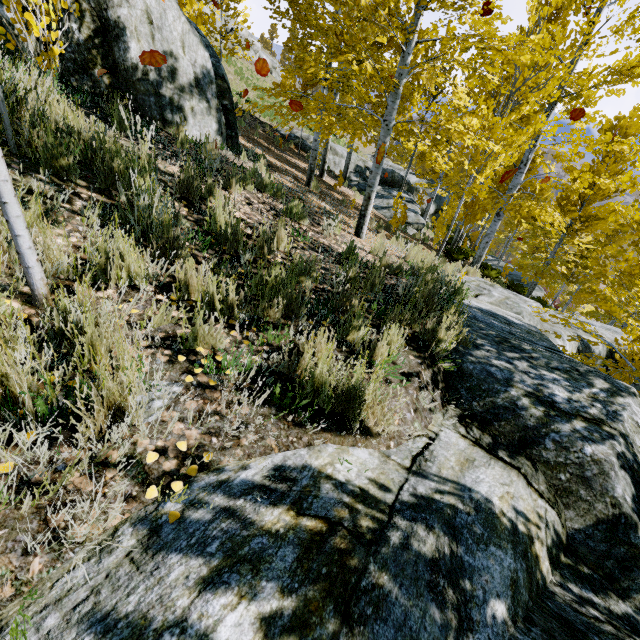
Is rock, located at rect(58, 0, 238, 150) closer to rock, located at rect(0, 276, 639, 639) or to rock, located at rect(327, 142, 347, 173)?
rock, located at rect(0, 276, 639, 639)

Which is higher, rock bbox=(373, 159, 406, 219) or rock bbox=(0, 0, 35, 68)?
rock bbox=(0, 0, 35, 68)

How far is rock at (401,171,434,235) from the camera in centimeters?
1515cm

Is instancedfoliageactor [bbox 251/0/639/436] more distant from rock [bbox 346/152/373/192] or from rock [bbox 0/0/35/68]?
rock [bbox 0/0/35/68]

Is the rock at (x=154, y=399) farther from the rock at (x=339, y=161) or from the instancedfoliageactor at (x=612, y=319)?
the rock at (x=339, y=161)

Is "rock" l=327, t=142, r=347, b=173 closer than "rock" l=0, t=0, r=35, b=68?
No

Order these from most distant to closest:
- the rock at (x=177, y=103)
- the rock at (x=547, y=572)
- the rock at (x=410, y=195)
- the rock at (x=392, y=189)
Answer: the rock at (x=392, y=189) < the rock at (x=410, y=195) < the rock at (x=177, y=103) < the rock at (x=547, y=572)

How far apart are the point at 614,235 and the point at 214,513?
32.9 meters
